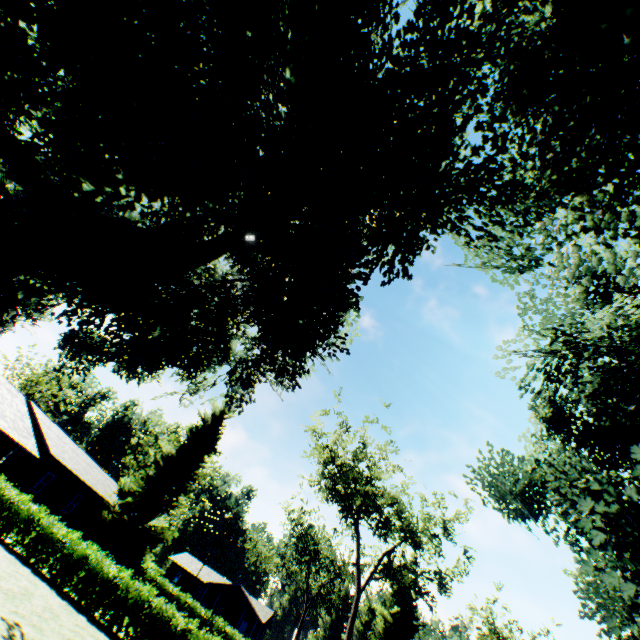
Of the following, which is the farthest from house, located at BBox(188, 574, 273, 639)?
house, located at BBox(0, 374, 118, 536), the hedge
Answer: house, located at BBox(0, 374, 118, 536)

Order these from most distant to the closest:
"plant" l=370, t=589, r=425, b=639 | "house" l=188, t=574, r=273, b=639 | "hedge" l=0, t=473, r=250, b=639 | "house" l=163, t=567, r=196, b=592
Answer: "house" l=163, t=567, r=196, b=592, "house" l=188, t=574, r=273, b=639, "plant" l=370, t=589, r=425, b=639, "hedge" l=0, t=473, r=250, b=639

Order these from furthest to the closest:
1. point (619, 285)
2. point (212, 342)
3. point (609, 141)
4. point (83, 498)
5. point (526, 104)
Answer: point (83, 498), point (212, 342), point (619, 285), point (609, 141), point (526, 104)

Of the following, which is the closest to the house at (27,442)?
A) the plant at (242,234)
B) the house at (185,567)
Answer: the plant at (242,234)

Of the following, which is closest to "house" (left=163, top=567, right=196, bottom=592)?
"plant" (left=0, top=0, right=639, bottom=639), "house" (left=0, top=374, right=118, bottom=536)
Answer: "house" (left=0, top=374, right=118, bottom=536)

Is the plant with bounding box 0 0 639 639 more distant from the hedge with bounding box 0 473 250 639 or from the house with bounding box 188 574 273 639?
the house with bounding box 188 574 273 639

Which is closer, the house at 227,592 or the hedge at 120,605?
the hedge at 120,605
